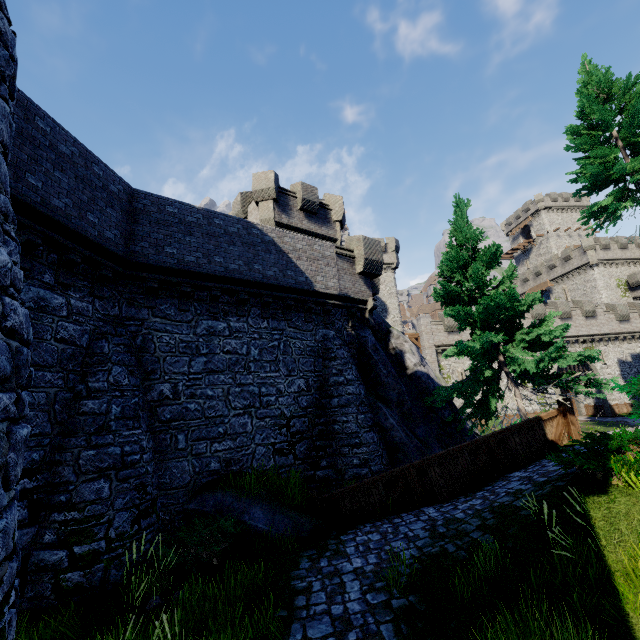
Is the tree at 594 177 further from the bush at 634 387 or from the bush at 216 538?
the bush at 216 538

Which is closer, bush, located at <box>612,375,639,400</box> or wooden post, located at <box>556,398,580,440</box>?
bush, located at <box>612,375,639,400</box>

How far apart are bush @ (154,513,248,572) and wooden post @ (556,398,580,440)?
10.57m

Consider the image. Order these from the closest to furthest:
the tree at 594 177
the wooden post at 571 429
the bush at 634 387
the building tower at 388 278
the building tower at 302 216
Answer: the bush at 634 387, the wooden post at 571 429, the tree at 594 177, the building tower at 302 216, the building tower at 388 278

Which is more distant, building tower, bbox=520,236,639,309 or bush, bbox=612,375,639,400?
building tower, bbox=520,236,639,309

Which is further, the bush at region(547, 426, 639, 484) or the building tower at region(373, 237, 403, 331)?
the building tower at region(373, 237, 403, 331)

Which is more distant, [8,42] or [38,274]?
[38,274]

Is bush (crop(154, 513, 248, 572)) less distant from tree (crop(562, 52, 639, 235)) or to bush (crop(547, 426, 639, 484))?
bush (crop(547, 426, 639, 484))
